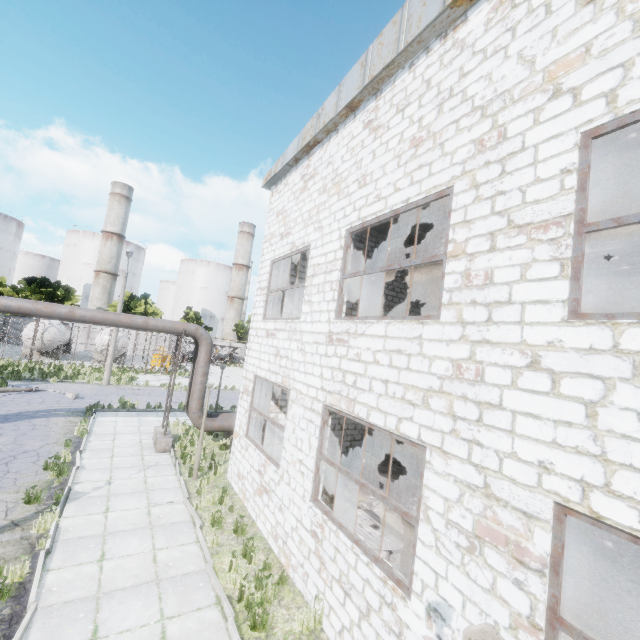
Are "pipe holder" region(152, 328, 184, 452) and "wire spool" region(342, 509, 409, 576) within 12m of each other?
yes

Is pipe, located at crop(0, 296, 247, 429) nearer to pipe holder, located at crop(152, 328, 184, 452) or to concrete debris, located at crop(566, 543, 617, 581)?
pipe holder, located at crop(152, 328, 184, 452)

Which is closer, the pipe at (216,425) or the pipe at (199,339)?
the pipe at (199,339)

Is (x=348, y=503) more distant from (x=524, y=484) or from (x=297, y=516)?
(x=524, y=484)

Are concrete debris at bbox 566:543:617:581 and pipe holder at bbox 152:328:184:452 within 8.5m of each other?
no

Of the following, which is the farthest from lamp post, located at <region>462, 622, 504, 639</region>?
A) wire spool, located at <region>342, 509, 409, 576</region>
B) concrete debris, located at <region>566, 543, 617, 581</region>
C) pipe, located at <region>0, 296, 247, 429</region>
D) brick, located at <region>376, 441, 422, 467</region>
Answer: pipe, located at <region>0, 296, 247, 429</region>

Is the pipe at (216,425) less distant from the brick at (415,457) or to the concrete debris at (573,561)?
the brick at (415,457)

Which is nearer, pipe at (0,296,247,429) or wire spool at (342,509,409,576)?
wire spool at (342,509,409,576)
